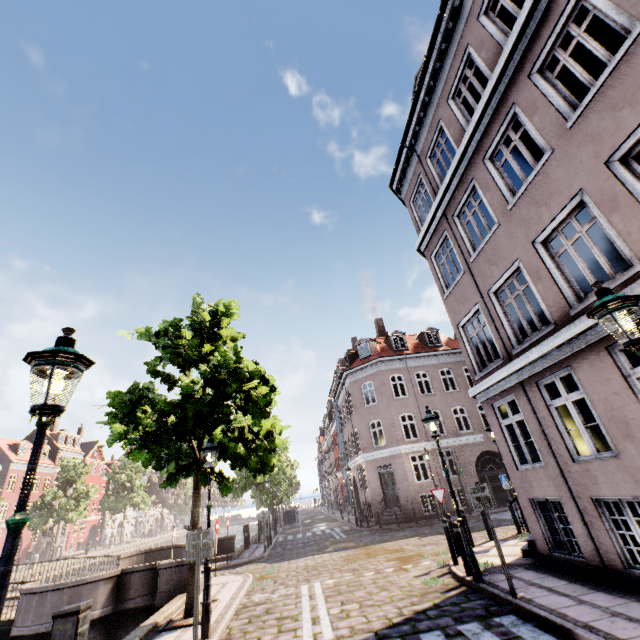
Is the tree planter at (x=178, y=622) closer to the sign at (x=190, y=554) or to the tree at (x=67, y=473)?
the tree at (x=67, y=473)

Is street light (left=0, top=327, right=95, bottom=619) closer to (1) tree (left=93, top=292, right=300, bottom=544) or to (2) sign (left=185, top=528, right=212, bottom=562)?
(1) tree (left=93, top=292, right=300, bottom=544)

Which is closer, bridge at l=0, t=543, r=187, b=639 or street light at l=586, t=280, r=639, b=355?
street light at l=586, t=280, r=639, b=355

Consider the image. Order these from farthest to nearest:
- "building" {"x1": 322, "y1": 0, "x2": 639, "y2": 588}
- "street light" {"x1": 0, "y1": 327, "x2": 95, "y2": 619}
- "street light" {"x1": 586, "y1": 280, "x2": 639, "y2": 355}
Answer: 1. "building" {"x1": 322, "y1": 0, "x2": 639, "y2": 588}
2. "street light" {"x1": 586, "y1": 280, "x2": 639, "y2": 355}
3. "street light" {"x1": 0, "y1": 327, "x2": 95, "y2": 619}

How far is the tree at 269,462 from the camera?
8.25m

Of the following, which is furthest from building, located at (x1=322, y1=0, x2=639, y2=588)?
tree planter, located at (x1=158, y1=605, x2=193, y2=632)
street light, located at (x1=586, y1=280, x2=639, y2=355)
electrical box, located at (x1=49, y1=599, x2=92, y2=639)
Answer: electrical box, located at (x1=49, y1=599, x2=92, y2=639)

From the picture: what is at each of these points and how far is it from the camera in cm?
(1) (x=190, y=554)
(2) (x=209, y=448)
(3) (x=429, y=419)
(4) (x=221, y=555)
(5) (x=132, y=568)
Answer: (1) sign, 614
(2) street light, 809
(3) street light, 880
(4) bridge, 1669
(5) bridge, 1087

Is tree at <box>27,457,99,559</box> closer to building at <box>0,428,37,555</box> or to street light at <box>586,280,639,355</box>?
street light at <box>586,280,639,355</box>
